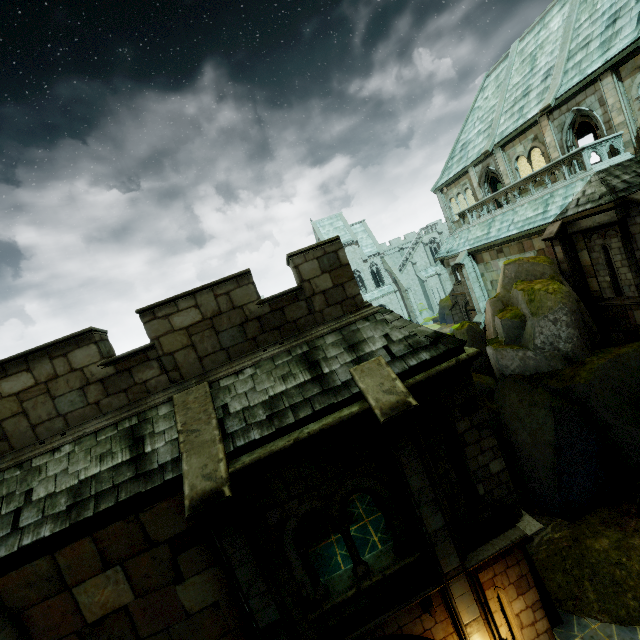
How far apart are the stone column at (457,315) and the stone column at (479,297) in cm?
641

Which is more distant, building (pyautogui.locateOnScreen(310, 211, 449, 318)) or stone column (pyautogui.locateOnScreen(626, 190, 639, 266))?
building (pyautogui.locateOnScreen(310, 211, 449, 318))

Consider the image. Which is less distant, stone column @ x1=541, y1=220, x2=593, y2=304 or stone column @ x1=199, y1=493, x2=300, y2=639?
stone column @ x1=199, y1=493, x2=300, y2=639

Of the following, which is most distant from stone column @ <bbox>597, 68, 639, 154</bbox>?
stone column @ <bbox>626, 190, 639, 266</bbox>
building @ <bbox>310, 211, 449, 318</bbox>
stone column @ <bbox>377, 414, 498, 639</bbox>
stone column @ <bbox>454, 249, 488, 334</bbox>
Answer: stone column @ <bbox>377, 414, 498, 639</bbox>

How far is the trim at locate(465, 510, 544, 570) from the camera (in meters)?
7.07

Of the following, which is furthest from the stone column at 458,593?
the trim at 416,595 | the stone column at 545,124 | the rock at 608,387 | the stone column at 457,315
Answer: the stone column at 457,315

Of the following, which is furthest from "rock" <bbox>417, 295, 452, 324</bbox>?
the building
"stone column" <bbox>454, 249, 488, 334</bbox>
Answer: "stone column" <bbox>454, 249, 488, 334</bbox>

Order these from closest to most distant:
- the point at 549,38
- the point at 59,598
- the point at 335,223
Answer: the point at 59,598, the point at 549,38, the point at 335,223
